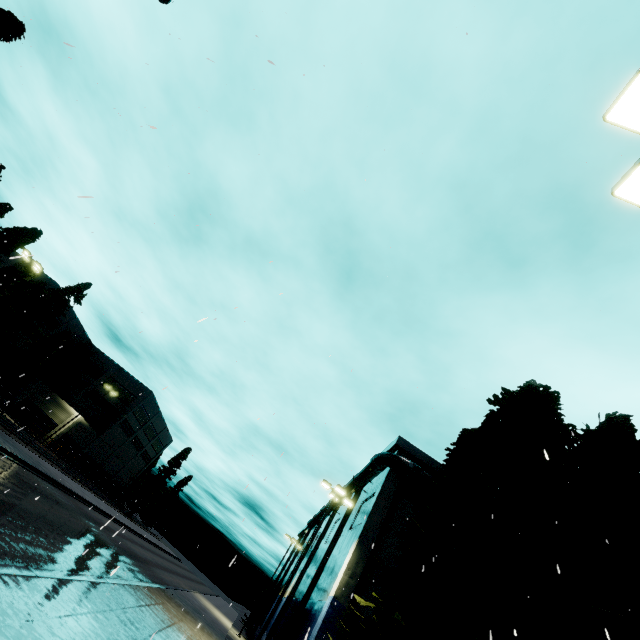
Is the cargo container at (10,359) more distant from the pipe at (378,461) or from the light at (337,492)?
the pipe at (378,461)

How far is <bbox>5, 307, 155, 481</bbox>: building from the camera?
45.1 meters

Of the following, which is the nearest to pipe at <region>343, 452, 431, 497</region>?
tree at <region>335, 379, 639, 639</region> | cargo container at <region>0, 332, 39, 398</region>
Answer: tree at <region>335, 379, 639, 639</region>

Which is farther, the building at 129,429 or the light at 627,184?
the building at 129,429

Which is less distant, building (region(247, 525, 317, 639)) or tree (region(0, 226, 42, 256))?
tree (region(0, 226, 42, 256))

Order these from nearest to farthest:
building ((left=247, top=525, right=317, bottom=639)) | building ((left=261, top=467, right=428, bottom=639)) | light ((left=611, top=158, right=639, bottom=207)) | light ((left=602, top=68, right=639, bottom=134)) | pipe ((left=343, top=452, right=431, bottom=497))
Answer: light ((left=602, top=68, right=639, bottom=134)) < light ((left=611, top=158, right=639, bottom=207)) < building ((left=261, top=467, right=428, bottom=639)) < pipe ((left=343, top=452, right=431, bottom=497)) < building ((left=247, top=525, right=317, bottom=639))

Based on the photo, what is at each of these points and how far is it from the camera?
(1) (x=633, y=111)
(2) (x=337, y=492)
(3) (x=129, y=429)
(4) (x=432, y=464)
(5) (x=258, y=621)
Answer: (1) light, 4.9m
(2) light, 21.2m
(3) building, 57.8m
(4) building, 23.5m
(5) building, 45.8m

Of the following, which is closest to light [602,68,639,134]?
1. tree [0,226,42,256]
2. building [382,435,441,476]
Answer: building [382,435,441,476]
